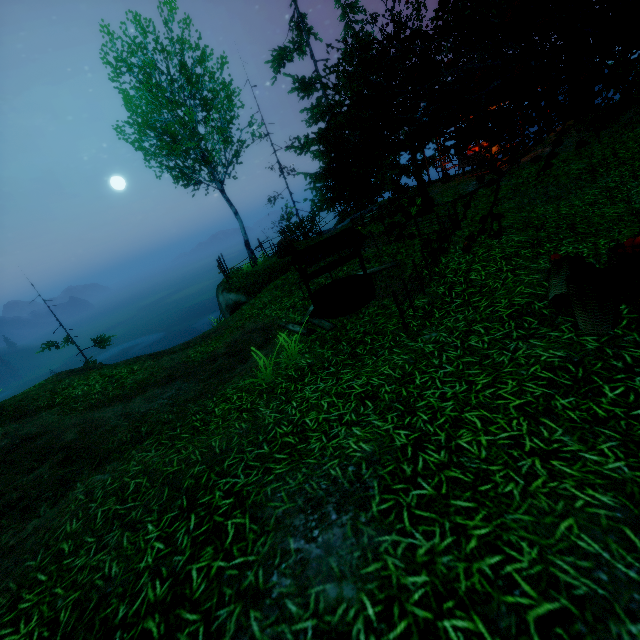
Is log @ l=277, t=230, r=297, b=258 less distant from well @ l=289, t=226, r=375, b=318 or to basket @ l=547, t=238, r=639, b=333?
well @ l=289, t=226, r=375, b=318

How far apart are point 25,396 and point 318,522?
9.53m

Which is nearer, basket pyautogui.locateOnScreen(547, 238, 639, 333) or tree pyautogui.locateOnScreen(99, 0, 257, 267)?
basket pyautogui.locateOnScreen(547, 238, 639, 333)

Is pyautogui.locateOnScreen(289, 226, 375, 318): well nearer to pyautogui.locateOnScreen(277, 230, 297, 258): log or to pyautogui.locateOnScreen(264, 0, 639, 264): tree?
pyautogui.locateOnScreen(264, 0, 639, 264): tree

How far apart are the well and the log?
7.0m

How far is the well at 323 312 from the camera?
7.1m

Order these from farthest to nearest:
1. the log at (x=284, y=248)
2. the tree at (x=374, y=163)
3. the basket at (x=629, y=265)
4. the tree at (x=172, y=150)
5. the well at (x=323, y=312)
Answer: the log at (x=284, y=248)
the tree at (x=172, y=150)
the well at (x=323, y=312)
the basket at (x=629, y=265)
the tree at (x=374, y=163)

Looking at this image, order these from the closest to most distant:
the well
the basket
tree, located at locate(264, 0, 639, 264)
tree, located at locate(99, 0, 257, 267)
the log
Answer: tree, located at locate(264, 0, 639, 264)
the basket
the well
tree, located at locate(99, 0, 257, 267)
the log
